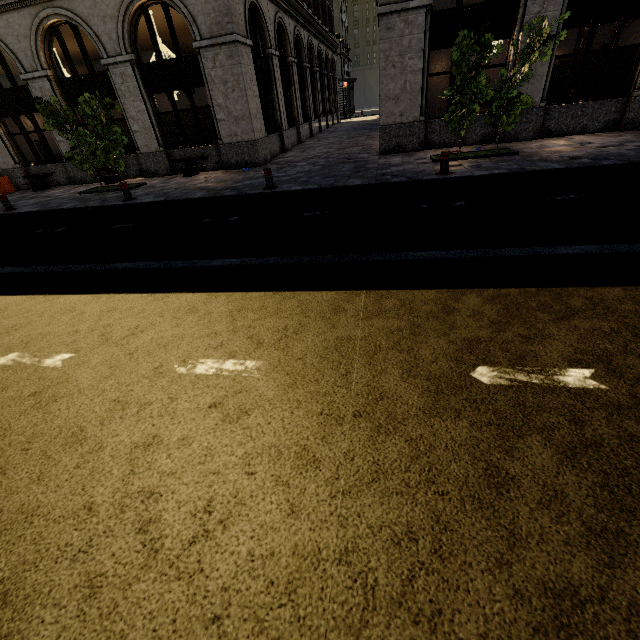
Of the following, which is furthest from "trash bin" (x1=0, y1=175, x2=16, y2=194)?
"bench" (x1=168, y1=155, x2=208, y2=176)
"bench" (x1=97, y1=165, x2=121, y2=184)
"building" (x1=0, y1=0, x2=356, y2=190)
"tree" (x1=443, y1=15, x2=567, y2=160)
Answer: "tree" (x1=443, y1=15, x2=567, y2=160)

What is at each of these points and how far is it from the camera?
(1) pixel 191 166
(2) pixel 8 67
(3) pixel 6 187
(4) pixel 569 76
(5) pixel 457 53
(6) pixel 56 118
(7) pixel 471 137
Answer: (1) bench, 13.8m
(2) building, 13.6m
(3) trash bin, 15.6m
(4) building, 15.1m
(5) tree, 8.6m
(6) tree, 11.1m
(7) building, 12.1m

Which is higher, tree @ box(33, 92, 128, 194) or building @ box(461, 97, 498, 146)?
tree @ box(33, 92, 128, 194)

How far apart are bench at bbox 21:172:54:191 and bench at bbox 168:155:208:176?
6.4m

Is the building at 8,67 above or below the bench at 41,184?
above

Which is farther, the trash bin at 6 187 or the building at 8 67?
the trash bin at 6 187

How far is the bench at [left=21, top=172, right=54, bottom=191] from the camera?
15.28m

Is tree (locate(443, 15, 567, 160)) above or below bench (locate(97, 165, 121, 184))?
above
